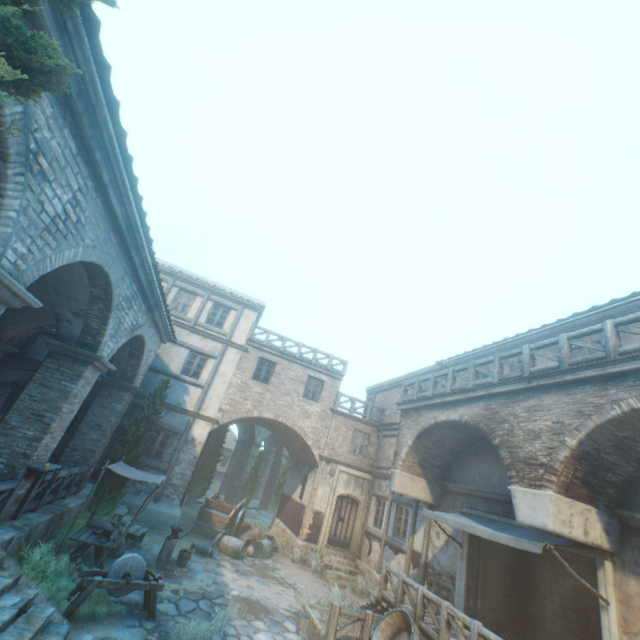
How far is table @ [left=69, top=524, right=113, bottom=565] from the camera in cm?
830

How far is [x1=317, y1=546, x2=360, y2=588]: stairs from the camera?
13.9m

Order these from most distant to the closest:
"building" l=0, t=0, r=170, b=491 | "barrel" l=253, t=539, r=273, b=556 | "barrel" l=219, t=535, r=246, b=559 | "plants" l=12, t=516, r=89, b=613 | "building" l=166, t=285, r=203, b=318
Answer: "building" l=166, t=285, r=203, b=318 < "barrel" l=253, t=539, r=273, b=556 < "barrel" l=219, t=535, r=246, b=559 < "plants" l=12, t=516, r=89, b=613 < "building" l=0, t=0, r=170, b=491

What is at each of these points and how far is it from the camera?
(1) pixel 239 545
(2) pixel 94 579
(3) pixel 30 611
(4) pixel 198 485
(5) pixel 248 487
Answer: (1) barrel, 13.4 meters
(2) grinding wheel, 6.7 meters
(3) stairs, 5.6 meters
(4) tree, 21.2 meters
(5) tree, 24.9 meters

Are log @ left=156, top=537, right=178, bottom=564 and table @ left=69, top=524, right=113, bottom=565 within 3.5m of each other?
yes

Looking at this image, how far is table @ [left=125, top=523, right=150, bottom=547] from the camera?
A: 10.8m

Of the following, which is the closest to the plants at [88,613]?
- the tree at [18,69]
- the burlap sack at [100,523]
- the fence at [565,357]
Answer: the burlap sack at [100,523]

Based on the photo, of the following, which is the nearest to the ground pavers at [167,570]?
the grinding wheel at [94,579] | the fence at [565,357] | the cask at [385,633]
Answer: the grinding wheel at [94,579]
